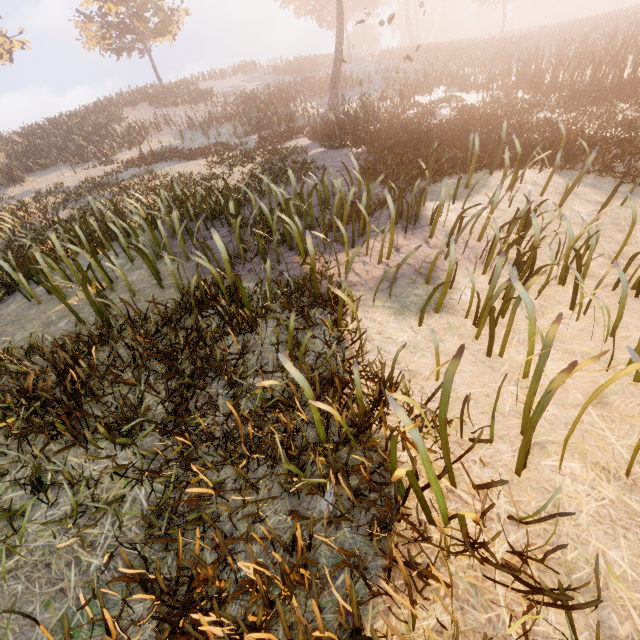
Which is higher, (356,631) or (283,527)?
(356,631)
